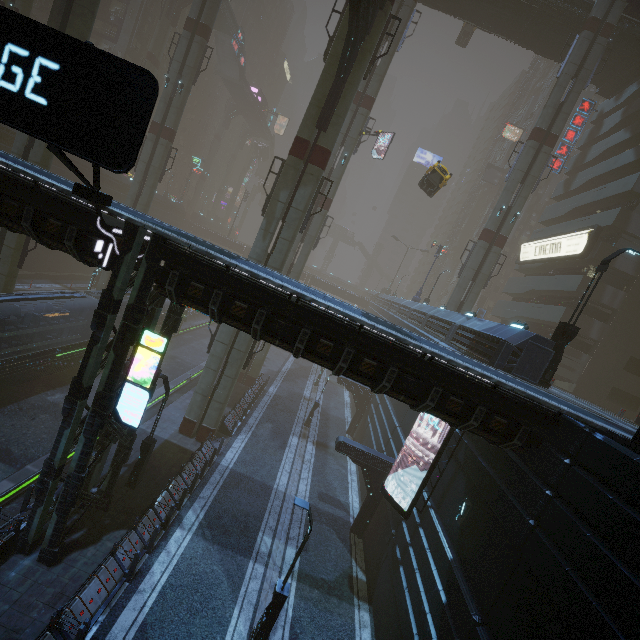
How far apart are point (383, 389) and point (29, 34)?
11.04m

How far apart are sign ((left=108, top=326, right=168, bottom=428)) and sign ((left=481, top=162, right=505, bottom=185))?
62.0 meters

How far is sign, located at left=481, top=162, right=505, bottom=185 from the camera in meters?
55.6 m

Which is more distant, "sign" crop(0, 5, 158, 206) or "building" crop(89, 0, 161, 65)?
"building" crop(89, 0, 161, 65)

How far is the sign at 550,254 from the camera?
27.5 meters

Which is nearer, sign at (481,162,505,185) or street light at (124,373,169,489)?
street light at (124,373,169,489)

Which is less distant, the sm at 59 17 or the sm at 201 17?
the sm at 59 17

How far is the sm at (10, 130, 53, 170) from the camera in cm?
1897
